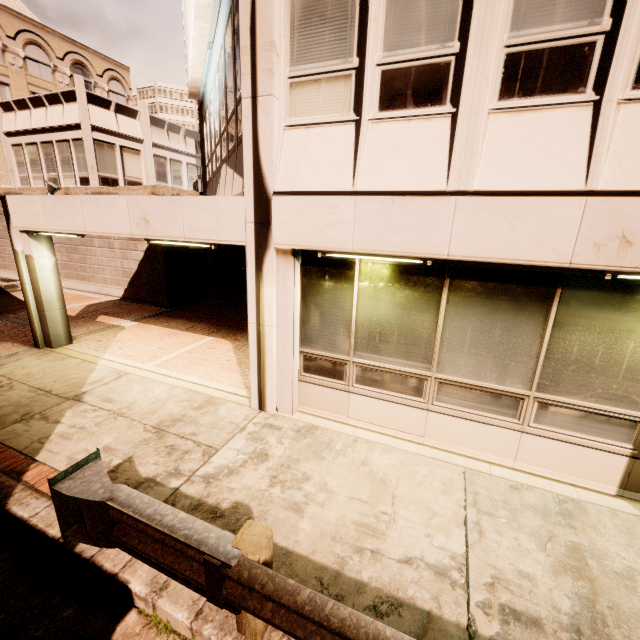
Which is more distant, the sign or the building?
the sign

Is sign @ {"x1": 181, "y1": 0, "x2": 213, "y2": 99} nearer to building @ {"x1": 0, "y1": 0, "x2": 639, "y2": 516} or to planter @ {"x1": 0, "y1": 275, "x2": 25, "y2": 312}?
building @ {"x1": 0, "y1": 0, "x2": 639, "y2": 516}

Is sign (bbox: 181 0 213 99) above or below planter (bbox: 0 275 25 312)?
above

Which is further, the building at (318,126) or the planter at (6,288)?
the planter at (6,288)

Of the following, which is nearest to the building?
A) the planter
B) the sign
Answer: the sign

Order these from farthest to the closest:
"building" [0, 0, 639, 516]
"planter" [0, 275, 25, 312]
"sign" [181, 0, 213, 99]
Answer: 1. "planter" [0, 275, 25, 312]
2. "sign" [181, 0, 213, 99]
3. "building" [0, 0, 639, 516]

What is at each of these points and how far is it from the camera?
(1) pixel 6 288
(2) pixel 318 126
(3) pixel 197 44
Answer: (1) planter, 11.3 meters
(2) building, 4.5 meters
(3) sign, 8.3 meters

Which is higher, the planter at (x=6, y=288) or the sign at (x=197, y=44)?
the sign at (x=197, y=44)
